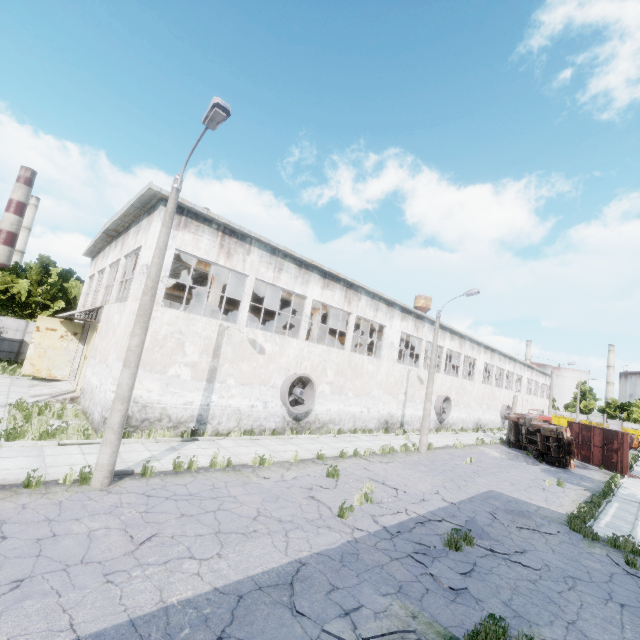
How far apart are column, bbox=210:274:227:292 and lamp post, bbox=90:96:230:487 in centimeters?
824cm

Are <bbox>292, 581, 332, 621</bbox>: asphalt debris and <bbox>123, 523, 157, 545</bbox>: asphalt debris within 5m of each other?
yes

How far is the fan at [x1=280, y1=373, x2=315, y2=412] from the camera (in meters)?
17.47

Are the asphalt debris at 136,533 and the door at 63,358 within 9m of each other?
no

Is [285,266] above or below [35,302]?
above

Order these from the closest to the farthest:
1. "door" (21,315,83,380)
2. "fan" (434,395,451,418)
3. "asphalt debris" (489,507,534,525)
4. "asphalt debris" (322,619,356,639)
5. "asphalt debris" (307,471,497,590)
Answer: "asphalt debris" (322,619,356,639), "asphalt debris" (307,471,497,590), "asphalt debris" (489,507,534,525), "door" (21,315,83,380), "fan" (434,395,451,418)

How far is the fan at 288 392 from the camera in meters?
17.5

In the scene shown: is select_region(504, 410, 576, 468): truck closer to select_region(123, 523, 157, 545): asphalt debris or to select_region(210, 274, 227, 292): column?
select_region(210, 274, 227, 292): column
